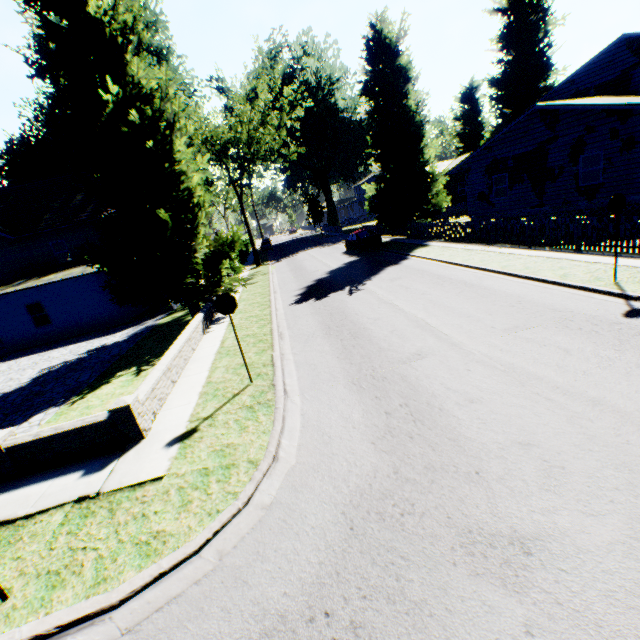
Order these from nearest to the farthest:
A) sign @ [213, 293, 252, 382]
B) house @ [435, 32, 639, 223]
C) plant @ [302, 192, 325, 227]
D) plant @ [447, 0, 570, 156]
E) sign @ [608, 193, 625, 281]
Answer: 1. sign @ [213, 293, 252, 382]
2. sign @ [608, 193, 625, 281]
3. house @ [435, 32, 639, 223]
4. plant @ [447, 0, 570, 156]
5. plant @ [302, 192, 325, 227]

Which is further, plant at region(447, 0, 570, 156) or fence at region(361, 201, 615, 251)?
plant at region(447, 0, 570, 156)

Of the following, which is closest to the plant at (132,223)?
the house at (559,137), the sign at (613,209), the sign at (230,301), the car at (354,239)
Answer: the house at (559,137)

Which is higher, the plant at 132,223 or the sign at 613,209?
the plant at 132,223

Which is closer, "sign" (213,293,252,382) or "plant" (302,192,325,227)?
"sign" (213,293,252,382)

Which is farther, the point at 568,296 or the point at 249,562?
the point at 568,296

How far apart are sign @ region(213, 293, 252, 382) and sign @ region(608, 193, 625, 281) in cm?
971

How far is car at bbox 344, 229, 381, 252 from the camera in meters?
25.4 m
